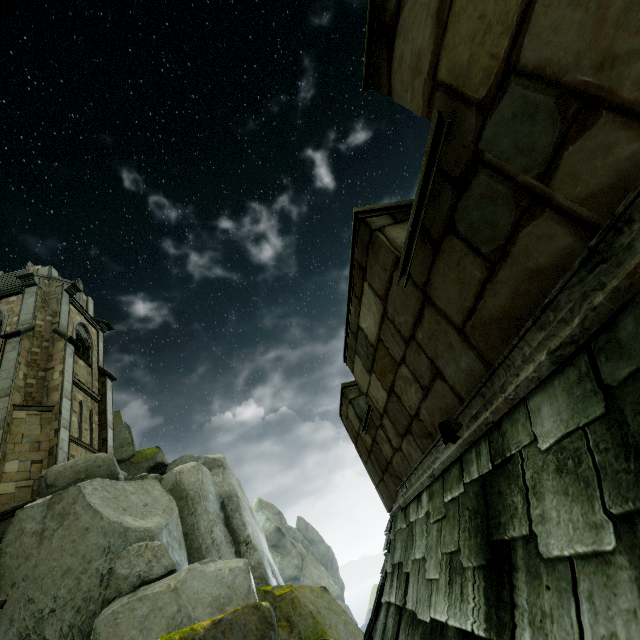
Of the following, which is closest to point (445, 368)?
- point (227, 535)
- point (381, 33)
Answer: point (381, 33)

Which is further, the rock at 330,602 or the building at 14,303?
the building at 14,303

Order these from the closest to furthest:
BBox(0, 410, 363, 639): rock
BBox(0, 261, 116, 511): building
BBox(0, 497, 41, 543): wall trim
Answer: BBox(0, 410, 363, 639): rock < BBox(0, 497, 41, 543): wall trim < BBox(0, 261, 116, 511): building

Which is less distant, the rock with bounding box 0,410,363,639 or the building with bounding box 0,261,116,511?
the rock with bounding box 0,410,363,639

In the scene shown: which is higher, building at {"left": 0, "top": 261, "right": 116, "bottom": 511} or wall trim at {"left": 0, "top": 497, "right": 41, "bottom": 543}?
building at {"left": 0, "top": 261, "right": 116, "bottom": 511}

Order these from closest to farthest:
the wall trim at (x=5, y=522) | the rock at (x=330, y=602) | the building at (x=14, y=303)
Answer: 1. the rock at (x=330, y=602)
2. the wall trim at (x=5, y=522)
3. the building at (x=14, y=303)

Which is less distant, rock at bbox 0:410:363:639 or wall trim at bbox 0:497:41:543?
rock at bbox 0:410:363:639

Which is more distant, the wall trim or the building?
the building
